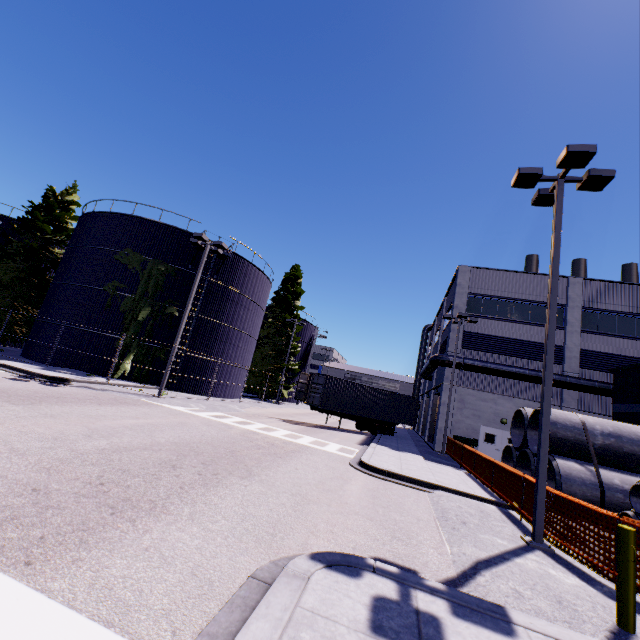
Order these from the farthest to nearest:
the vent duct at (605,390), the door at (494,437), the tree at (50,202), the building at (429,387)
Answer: the tree at (50,202), the building at (429,387), the door at (494,437), the vent duct at (605,390)

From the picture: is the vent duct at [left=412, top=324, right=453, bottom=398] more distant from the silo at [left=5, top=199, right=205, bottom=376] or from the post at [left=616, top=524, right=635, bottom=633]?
the post at [left=616, top=524, right=635, bottom=633]

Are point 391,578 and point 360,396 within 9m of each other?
no

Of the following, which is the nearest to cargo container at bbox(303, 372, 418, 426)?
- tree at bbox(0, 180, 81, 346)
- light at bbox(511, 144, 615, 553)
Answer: tree at bbox(0, 180, 81, 346)

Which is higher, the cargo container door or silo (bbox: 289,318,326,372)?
silo (bbox: 289,318,326,372)

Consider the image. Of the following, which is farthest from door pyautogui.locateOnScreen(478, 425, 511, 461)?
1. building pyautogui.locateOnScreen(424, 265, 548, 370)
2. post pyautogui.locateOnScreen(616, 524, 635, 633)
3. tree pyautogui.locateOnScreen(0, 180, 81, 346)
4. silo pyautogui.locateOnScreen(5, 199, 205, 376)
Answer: post pyautogui.locateOnScreen(616, 524, 635, 633)

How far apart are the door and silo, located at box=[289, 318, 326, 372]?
27.0m

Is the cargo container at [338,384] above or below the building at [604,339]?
below
